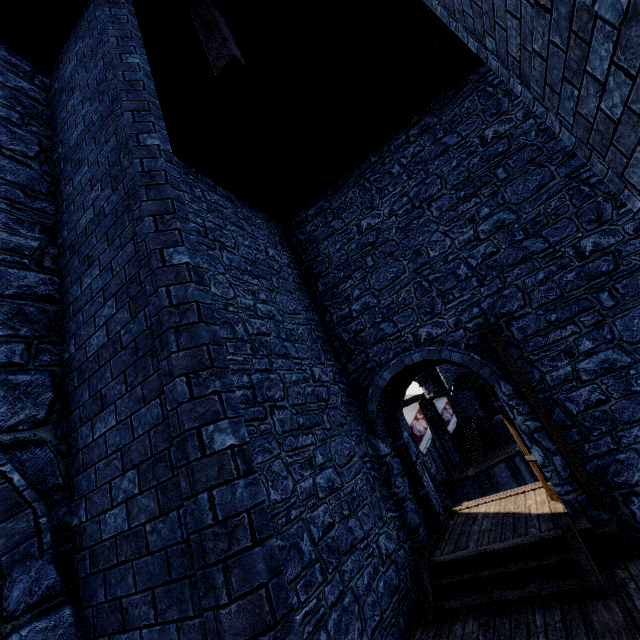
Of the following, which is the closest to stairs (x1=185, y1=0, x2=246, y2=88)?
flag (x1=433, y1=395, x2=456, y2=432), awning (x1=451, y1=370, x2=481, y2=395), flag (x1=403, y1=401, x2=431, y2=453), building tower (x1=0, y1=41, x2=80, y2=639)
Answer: building tower (x1=0, y1=41, x2=80, y2=639)

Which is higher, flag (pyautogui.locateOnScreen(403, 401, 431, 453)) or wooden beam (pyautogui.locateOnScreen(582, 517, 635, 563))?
flag (pyautogui.locateOnScreen(403, 401, 431, 453))

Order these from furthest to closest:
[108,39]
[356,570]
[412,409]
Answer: [412,409], [356,570], [108,39]

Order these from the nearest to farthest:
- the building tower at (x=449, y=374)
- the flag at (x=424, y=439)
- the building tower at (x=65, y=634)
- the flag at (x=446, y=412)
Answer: the building tower at (x=65, y=634), the flag at (x=424, y=439), the flag at (x=446, y=412), the building tower at (x=449, y=374)

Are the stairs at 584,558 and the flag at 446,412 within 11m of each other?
no

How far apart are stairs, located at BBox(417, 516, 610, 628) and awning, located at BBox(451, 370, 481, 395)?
32.14m

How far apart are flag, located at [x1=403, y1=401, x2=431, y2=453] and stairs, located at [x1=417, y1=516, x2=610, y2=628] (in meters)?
13.30

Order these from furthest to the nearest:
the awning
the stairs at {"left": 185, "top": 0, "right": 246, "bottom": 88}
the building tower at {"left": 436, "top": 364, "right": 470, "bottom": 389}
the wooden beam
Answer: the building tower at {"left": 436, "top": 364, "right": 470, "bottom": 389} → the awning → the wooden beam → the stairs at {"left": 185, "top": 0, "right": 246, "bottom": 88}
